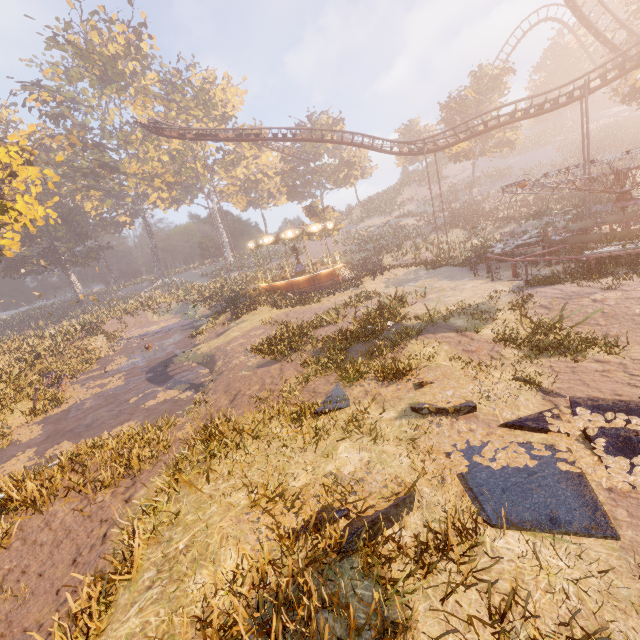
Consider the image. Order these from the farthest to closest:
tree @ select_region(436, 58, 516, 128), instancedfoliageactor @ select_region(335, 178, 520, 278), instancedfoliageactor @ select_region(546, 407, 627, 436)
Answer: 1. tree @ select_region(436, 58, 516, 128)
2. instancedfoliageactor @ select_region(335, 178, 520, 278)
3. instancedfoliageactor @ select_region(546, 407, 627, 436)

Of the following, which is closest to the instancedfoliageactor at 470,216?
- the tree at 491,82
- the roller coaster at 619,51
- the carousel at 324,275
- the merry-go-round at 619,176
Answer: the carousel at 324,275

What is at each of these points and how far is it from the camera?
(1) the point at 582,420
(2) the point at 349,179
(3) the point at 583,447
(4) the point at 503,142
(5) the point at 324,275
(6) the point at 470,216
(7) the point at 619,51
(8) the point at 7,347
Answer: (1) instancedfoliageactor, 5.3m
(2) instancedfoliageactor, 56.2m
(3) instancedfoliageactor, 4.8m
(4) tree, 40.8m
(5) carousel, 26.6m
(6) instancedfoliageactor, 38.8m
(7) roller coaster, 24.9m
(8) instancedfoliageactor, 26.4m

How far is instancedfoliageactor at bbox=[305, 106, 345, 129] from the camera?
53.0 meters

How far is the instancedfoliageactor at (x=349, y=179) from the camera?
42.12m

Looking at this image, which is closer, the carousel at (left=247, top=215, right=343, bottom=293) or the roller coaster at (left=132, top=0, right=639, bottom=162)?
→ the roller coaster at (left=132, top=0, right=639, bottom=162)

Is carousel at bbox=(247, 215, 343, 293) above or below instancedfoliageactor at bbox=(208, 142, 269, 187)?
below

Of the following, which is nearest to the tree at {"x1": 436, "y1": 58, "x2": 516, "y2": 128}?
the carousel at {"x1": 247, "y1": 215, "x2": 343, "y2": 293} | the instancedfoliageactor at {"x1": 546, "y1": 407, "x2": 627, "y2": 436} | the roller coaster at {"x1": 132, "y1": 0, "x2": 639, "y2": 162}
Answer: the roller coaster at {"x1": 132, "y1": 0, "x2": 639, "y2": 162}
